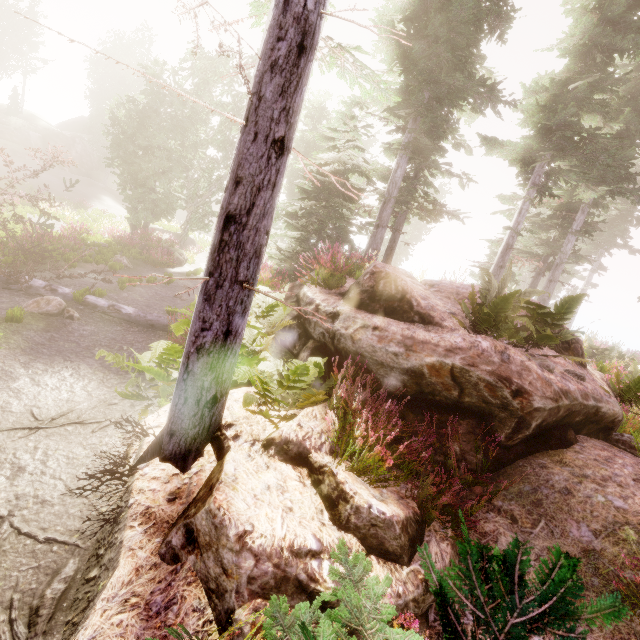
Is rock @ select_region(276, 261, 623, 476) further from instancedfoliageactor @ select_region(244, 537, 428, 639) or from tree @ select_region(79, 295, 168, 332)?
tree @ select_region(79, 295, 168, 332)

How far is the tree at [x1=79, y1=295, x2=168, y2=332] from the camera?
8.8m

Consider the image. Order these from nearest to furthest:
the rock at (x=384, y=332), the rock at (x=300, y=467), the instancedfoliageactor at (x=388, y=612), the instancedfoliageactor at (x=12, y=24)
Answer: the instancedfoliageactor at (x=388, y=612) < the rock at (x=300, y=467) < the rock at (x=384, y=332) < the instancedfoliageactor at (x=12, y=24)

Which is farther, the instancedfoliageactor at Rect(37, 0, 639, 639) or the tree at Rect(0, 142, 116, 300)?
the tree at Rect(0, 142, 116, 300)

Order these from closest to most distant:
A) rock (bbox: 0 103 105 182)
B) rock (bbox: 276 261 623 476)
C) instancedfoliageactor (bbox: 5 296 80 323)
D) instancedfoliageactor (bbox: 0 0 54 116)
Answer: rock (bbox: 276 261 623 476), instancedfoliageactor (bbox: 5 296 80 323), instancedfoliageactor (bbox: 0 0 54 116), rock (bbox: 0 103 105 182)

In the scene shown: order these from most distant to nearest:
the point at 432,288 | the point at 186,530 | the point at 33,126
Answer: the point at 33,126 < the point at 432,288 < the point at 186,530

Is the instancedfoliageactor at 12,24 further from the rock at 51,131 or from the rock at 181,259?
the rock at 181,259
